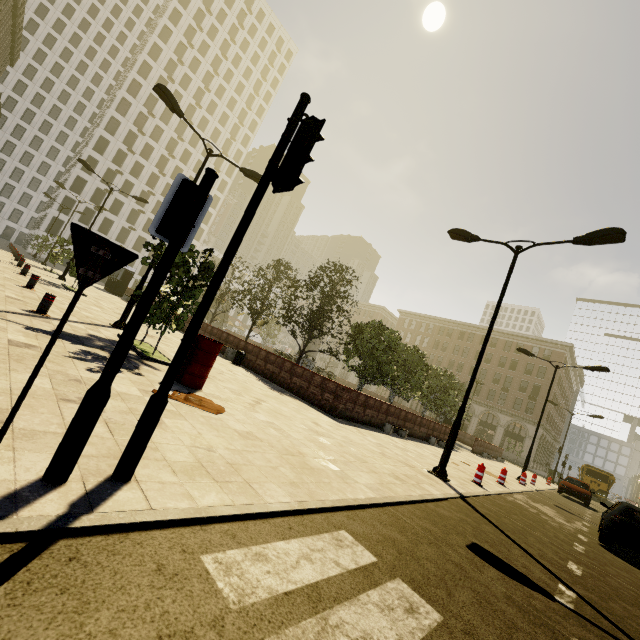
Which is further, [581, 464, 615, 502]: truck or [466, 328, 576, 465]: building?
[466, 328, 576, 465]: building

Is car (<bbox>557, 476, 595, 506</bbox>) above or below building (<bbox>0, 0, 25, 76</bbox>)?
below

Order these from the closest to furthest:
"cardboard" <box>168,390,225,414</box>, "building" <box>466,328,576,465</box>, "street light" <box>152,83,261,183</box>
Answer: "cardboard" <box>168,390,225,414</box>
"street light" <box>152,83,261,183</box>
"building" <box>466,328,576,465</box>

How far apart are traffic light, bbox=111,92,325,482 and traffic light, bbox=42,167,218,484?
0.3m

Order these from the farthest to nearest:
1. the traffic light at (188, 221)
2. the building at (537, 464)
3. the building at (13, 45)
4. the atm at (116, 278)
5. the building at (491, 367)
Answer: the building at (491, 367) → the building at (537, 464) → the building at (13, 45) → the atm at (116, 278) → the traffic light at (188, 221)

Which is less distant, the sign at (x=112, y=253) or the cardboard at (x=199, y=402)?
the sign at (x=112, y=253)

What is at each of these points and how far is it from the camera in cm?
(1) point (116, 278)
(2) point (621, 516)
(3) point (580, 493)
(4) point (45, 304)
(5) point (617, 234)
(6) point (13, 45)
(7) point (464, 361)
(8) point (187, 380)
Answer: (1) atm, 3294
(2) car, 938
(3) car, 2164
(4) metal bar, 803
(5) street light, 849
(6) building, 4700
(7) building, 5869
(8) barrel, 700

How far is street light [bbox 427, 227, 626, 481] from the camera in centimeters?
872cm
